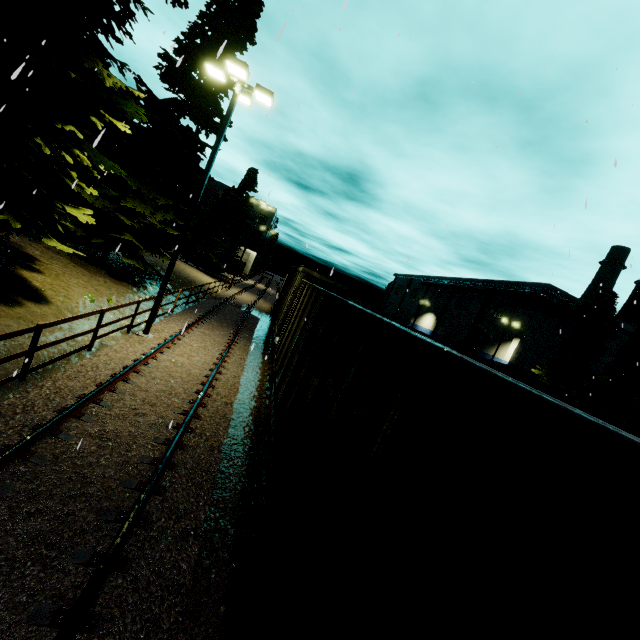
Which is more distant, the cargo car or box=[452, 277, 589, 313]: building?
box=[452, 277, 589, 313]: building

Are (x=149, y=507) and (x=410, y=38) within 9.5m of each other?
no

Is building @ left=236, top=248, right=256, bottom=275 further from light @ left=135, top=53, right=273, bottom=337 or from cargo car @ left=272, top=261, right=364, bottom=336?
light @ left=135, top=53, right=273, bottom=337

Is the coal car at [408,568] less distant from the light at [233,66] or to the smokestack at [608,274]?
the light at [233,66]

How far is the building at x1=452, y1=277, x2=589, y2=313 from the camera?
39.5 meters

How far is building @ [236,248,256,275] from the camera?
58.9m

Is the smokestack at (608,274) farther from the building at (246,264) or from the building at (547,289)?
the building at (246,264)

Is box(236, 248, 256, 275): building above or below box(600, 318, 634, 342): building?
below
